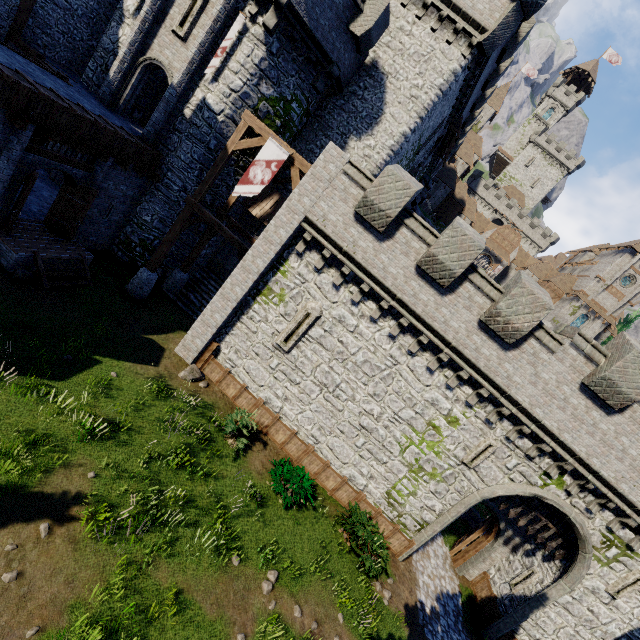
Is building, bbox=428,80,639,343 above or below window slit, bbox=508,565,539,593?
above

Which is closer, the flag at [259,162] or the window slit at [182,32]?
the flag at [259,162]

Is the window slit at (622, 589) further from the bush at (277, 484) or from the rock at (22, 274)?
the rock at (22, 274)

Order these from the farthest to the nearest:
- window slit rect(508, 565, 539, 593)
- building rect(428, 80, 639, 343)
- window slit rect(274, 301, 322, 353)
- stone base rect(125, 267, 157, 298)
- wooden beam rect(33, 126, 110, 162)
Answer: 1. building rect(428, 80, 639, 343)
2. stone base rect(125, 267, 157, 298)
3. window slit rect(508, 565, 539, 593)
4. window slit rect(274, 301, 322, 353)
5. wooden beam rect(33, 126, 110, 162)

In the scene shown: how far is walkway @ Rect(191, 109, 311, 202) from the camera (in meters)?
13.01

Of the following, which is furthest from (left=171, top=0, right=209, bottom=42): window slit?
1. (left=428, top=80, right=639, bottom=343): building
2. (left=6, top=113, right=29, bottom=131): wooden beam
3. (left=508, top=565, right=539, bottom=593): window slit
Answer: (left=428, top=80, right=639, bottom=343): building

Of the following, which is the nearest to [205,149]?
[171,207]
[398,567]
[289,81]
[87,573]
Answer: [171,207]

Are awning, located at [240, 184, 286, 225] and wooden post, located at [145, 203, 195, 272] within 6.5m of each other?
yes
